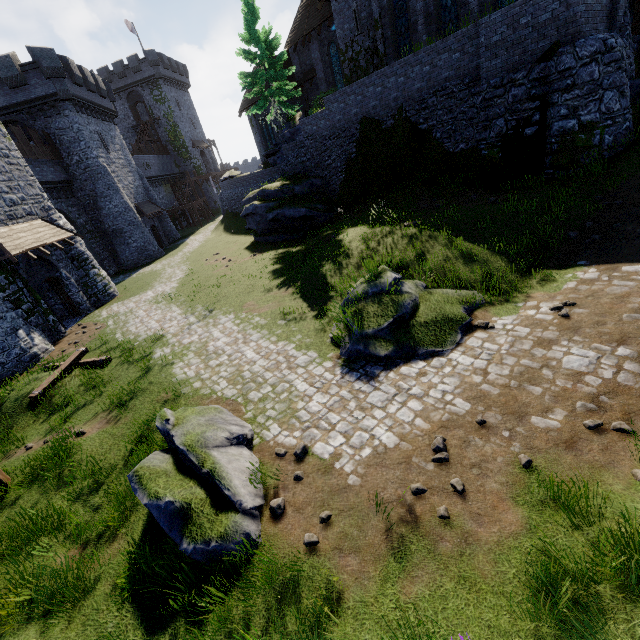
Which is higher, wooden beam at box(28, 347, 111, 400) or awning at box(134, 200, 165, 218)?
awning at box(134, 200, 165, 218)

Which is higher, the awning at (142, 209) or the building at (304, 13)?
the building at (304, 13)

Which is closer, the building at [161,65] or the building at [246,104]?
the building at [161,65]

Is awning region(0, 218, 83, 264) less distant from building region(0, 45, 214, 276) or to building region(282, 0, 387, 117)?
building region(0, 45, 214, 276)

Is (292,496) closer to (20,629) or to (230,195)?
(20,629)

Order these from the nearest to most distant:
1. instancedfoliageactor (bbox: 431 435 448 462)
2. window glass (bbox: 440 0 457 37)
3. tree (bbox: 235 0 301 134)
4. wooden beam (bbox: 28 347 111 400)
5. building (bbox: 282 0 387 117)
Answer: instancedfoliageactor (bbox: 431 435 448 462)
wooden beam (bbox: 28 347 111 400)
window glass (bbox: 440 0 457 37)
building (bbox: 282 0 387 117)
tree (bbox: 235 0 301 134)

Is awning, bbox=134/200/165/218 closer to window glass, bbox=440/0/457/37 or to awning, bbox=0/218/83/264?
awning, bbox=0/218/83/264

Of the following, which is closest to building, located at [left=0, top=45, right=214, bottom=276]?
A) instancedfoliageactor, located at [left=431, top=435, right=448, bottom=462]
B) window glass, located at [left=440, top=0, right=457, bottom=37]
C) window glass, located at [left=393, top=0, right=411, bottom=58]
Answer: instancedfoliageactor, located at [left=431, top=435, right=448, bottom=462]
